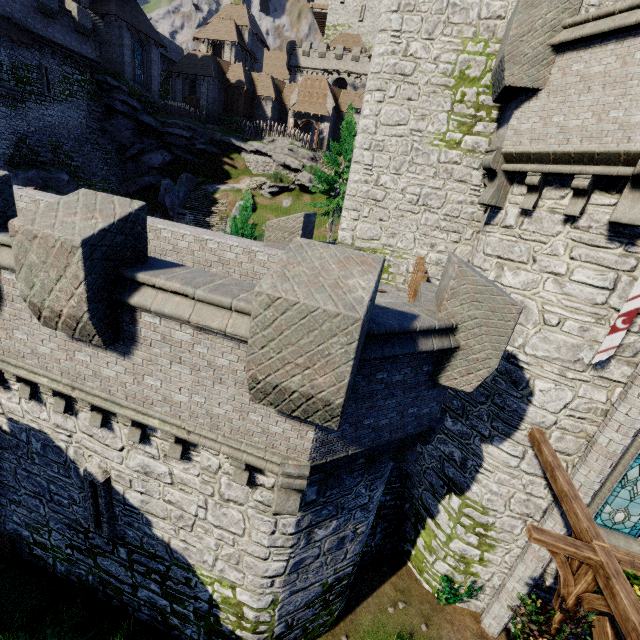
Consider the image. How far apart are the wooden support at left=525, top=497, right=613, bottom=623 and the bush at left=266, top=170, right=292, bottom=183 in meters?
36.9

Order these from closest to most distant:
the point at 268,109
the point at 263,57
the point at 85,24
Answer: the point at 85,24, the point at 268,109, the point at 263,57

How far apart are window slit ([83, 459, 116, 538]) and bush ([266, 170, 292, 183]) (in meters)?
34.64

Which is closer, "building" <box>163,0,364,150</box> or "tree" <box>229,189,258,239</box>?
"tree" <box>229,189,258,239</box>

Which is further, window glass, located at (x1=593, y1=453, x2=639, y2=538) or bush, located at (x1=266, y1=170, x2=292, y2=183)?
bush, located at (x1=266, y1=170, x2=292, y2=183)

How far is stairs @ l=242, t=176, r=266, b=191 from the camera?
37.2 meters

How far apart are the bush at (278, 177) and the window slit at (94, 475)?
34.6 meters

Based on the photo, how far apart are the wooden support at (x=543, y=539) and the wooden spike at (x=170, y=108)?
49.95m
